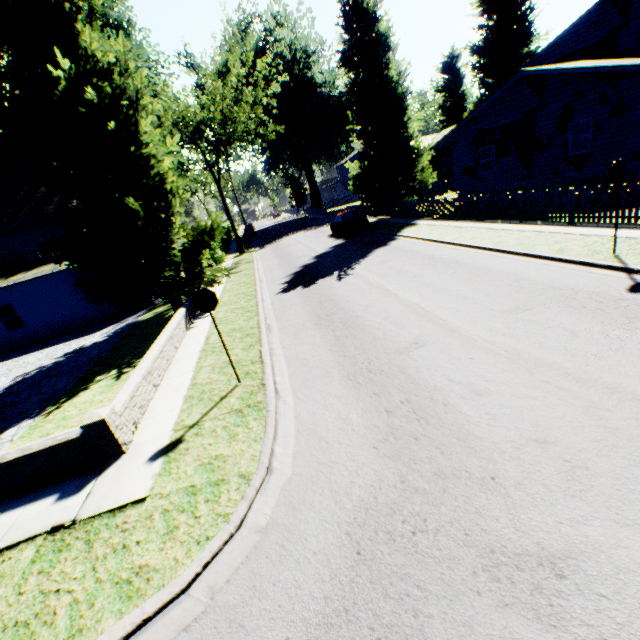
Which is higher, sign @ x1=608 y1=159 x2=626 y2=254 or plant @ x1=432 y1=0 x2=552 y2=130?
plant @ x1=432 y1=0 x2=552 y2=130

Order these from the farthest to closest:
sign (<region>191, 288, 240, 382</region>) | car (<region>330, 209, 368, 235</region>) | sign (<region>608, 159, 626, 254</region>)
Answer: car (<region>330, 209, 368, 235</region>)
sign (<region>608, 159, 626, 254</region>)
sign (<region>191, 288, 240, 382</region>)

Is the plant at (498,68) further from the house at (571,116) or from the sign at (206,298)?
the sign at (206,298)

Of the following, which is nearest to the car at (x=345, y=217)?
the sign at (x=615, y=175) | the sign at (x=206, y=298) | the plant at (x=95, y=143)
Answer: the plant at (x=95, y=143)

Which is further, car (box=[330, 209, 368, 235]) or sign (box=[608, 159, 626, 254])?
car (box=[330, 209, 368, 235])

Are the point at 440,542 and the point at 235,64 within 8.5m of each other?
no

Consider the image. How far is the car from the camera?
24.6 meters

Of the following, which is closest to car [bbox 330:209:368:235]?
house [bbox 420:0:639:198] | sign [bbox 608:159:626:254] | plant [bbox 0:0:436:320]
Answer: plant [bbox 0:0:436:320]
